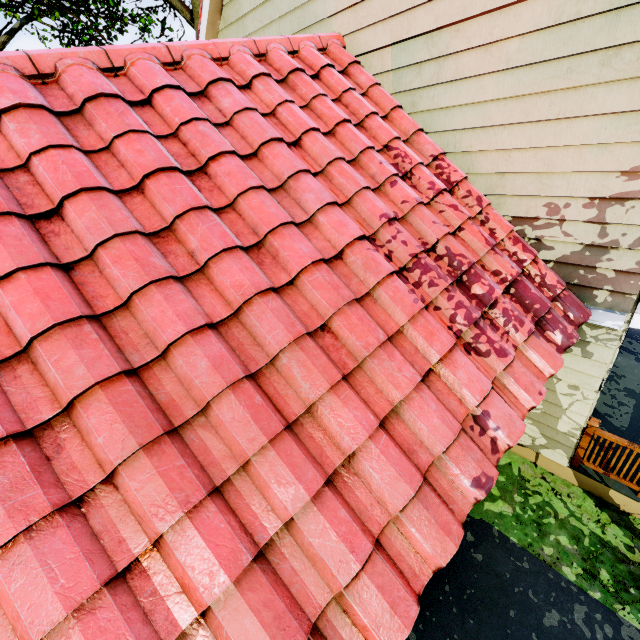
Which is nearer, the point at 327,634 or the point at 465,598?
the point at 327,634
